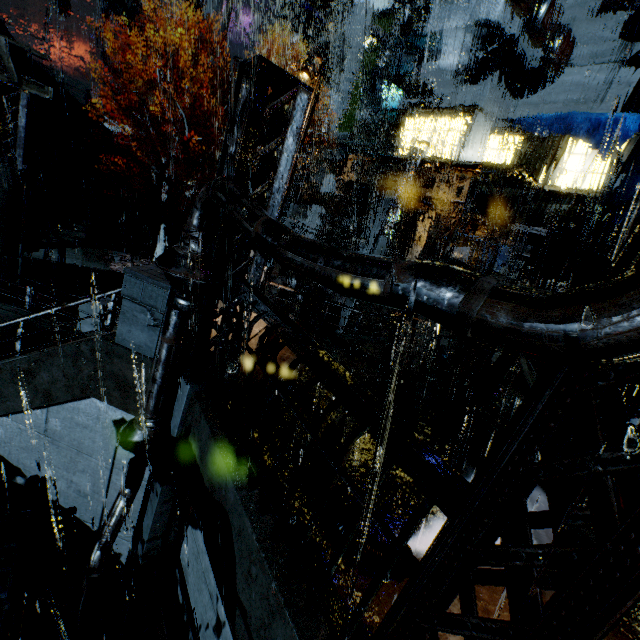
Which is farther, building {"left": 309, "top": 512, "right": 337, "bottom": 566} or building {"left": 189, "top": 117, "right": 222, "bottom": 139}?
building {"left": 189, "top": 117, "right": 222, "bottom": 139}

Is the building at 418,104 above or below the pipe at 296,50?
below

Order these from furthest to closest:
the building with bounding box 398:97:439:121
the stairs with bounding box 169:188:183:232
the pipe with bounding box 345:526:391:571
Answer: the stairs with bounding box 169:188:183:232
the building with bounding box 398:97:439:121
the pipe with bounding box 345:526:391:571

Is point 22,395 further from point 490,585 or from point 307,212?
point 307,212

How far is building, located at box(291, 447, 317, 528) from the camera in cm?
384

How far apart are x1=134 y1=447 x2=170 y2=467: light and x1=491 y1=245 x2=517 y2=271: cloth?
22.26m

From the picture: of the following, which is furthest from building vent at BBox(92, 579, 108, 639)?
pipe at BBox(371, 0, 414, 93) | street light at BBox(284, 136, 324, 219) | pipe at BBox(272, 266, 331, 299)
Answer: pipe at BBox(371, 0, 414, 93)

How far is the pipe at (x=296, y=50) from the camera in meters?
35.0
